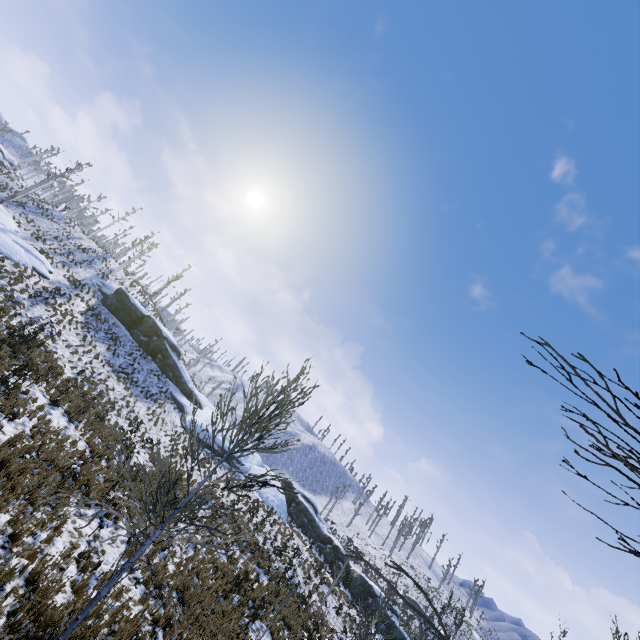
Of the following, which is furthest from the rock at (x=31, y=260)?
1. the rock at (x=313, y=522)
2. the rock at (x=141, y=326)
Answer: the rock at (x=313, y=522)

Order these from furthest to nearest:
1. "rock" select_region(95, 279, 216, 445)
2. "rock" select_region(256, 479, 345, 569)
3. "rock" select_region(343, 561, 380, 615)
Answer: "rock" select_region(95, 279, 216, 445) → "rock" select_region(256, 479, 345, 569) → "rock" select_region(343, 561, 380, 615)

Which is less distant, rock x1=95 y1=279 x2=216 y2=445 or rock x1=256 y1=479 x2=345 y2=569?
rock x1=256 y1=479 x2=345 y2=569

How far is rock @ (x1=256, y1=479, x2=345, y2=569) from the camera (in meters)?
31.05

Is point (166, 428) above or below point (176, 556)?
above

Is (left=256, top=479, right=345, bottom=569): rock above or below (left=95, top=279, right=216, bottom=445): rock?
below

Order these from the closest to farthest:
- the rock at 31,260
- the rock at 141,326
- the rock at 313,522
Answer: the rock at 31,260
the rock at 313,522
the rock at 141,326
